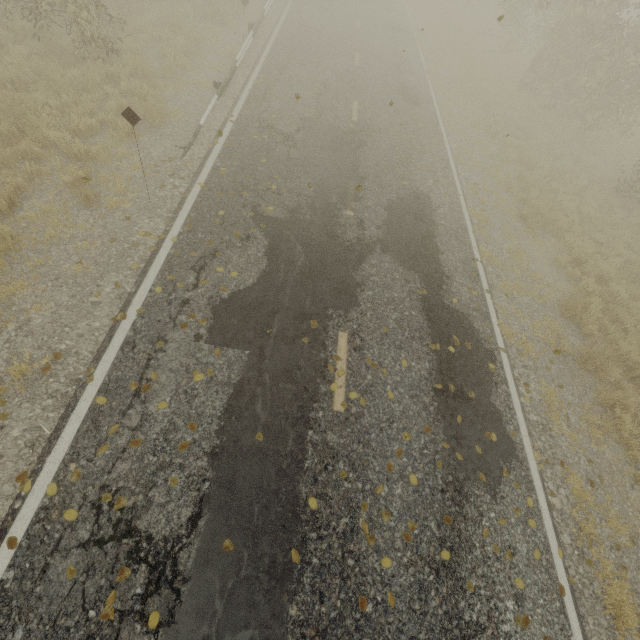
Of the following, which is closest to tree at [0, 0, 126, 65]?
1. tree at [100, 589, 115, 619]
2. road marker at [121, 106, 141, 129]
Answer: road marker at [121, 106, 141, 129]

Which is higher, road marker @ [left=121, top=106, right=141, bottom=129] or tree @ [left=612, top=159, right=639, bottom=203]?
road marker @ [left=121, top=106, right=141, bottom=129]

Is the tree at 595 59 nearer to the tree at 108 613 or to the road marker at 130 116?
the road marker at 130 116

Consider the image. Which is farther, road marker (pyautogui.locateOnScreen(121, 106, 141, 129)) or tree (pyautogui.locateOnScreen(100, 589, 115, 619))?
road marker (pyautogui.locateOnScreen(121, 106, 141, 129))

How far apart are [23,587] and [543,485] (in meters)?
7.32

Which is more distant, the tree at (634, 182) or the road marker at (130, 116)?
the tree at (634, 182)

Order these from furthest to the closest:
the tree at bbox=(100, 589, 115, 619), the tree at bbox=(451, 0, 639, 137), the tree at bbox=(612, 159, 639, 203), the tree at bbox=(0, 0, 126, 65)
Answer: the tree at bbox=(451, 0, 639, 137) → the tree at bbox=(612, 159, 639, 203) → the tree at bbox=(0, 0, 126, 65) → the tree at bbox=(100, 589, 115, 619)

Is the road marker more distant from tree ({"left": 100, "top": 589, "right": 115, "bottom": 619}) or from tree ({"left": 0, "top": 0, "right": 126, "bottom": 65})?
tree ({"left": 100, "top": 589, "right": 115, "bottom": 619})
